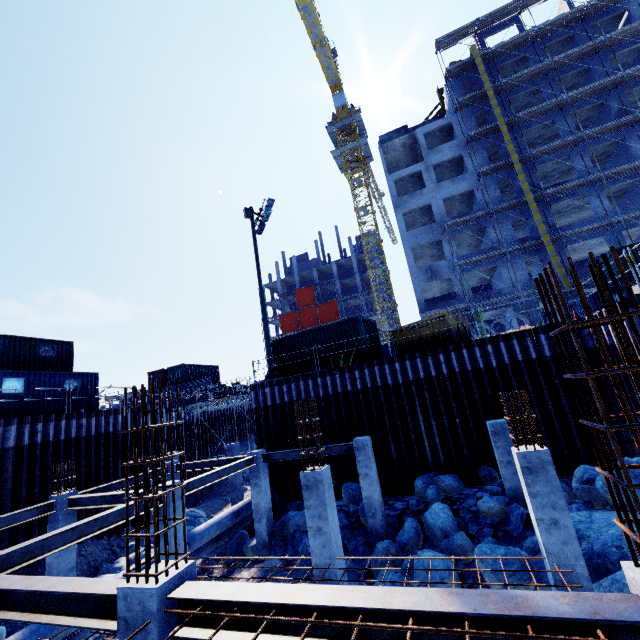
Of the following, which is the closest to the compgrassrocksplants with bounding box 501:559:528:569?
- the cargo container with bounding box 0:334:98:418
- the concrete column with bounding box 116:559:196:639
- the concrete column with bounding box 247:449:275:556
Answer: the concrete column with bounding box 247:449:275:556

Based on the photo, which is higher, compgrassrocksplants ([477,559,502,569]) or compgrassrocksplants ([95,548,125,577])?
compgrassrocksplants ([477,559,502,569])

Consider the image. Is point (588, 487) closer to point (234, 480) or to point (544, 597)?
point (544, 597)

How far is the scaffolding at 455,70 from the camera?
31.55m

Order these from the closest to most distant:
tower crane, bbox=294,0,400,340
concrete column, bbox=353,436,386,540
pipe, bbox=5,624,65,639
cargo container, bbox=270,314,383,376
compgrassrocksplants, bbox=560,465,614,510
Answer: pipe, bbox=5,624,65,639
compgrassrocksplants, bbox=560,465,614,510
concrete column, bbox=353,436,386,540
cargo container, bbox=270,314,383,376
tower crane, bbox=294,0,400,340

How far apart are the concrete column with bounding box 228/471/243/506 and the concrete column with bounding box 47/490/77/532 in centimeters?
934cm

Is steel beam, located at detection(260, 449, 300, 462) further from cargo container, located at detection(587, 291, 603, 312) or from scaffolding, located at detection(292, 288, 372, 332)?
cargo container, located at detection(587, 291, 603, 312)

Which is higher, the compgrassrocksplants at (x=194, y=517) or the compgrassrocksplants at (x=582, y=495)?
the compgrassrocksplants at (x=582, y=495)
